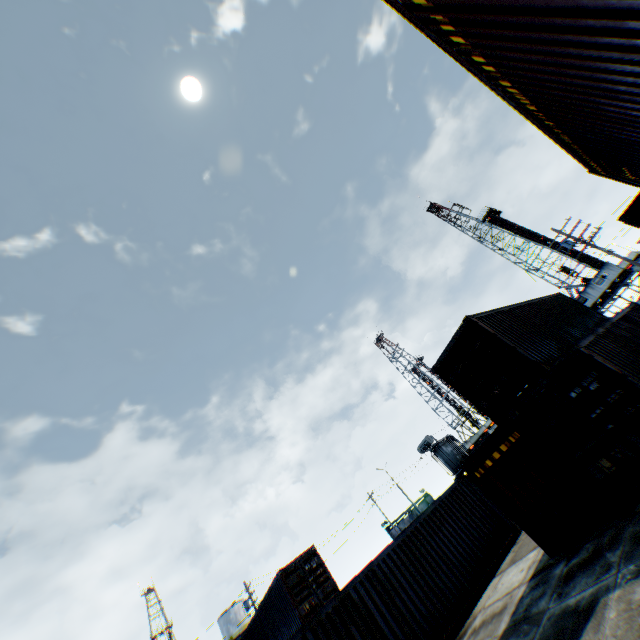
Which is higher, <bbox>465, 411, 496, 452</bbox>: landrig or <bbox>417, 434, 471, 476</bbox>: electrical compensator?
<bbox>465, 411, 496, 452</bbox>: landrig

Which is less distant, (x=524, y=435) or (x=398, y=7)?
(x=398, y=7)

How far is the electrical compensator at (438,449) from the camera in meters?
28.1 m

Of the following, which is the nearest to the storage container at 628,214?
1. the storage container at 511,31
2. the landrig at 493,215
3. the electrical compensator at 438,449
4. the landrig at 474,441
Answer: the storage container at 511,31

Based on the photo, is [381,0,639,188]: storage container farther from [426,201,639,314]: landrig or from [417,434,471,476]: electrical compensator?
[426,201,639,314]: landrig

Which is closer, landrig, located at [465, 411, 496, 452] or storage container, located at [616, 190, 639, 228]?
storage container, located at [616, 190, 639, 228]

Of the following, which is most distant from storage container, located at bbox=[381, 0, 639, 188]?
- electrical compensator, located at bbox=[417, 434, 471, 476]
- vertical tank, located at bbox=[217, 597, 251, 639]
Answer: vertical tank, located at bbox=[217, 597, 251, 639]

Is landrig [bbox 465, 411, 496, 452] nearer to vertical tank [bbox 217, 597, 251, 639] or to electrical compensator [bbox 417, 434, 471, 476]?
electrical compensator [bbox 417, 434, 471, 476]
